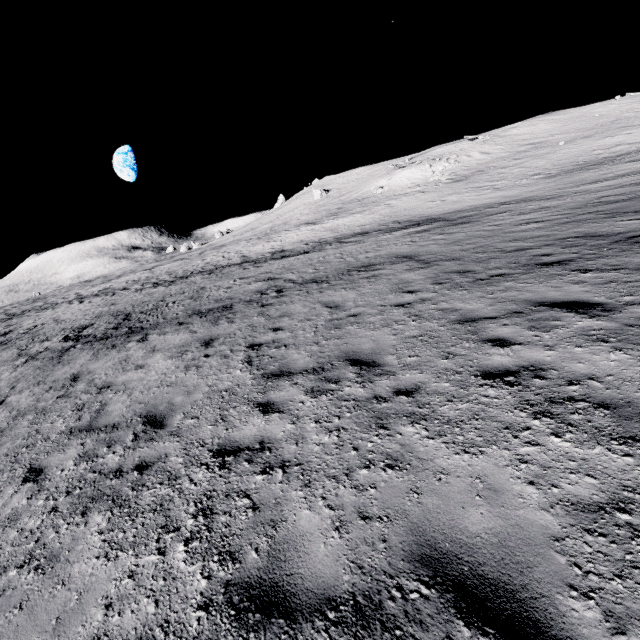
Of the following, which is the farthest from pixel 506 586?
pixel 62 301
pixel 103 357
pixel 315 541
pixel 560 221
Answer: pixel 62 301
